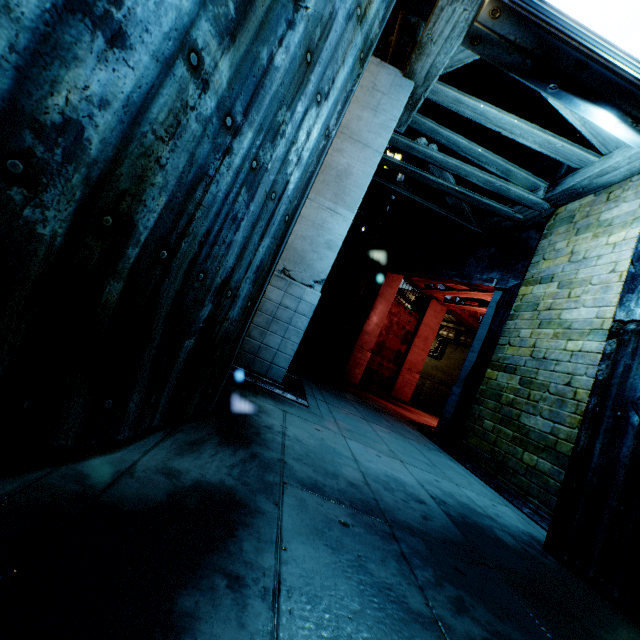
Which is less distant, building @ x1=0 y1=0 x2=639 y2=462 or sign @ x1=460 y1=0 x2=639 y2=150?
building @ x1=0 y1=0 x2=639 y2=462

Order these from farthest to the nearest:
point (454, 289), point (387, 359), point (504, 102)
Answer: point (387, 359) → point (454, 289) → point (504, 102)

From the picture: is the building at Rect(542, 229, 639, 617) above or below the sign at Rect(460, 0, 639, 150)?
below

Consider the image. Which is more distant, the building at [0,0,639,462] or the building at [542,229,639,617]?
the building at [542,229,639,617]

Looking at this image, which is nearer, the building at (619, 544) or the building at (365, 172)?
the building at (365, 172)

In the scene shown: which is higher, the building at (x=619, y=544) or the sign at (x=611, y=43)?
the sign at (x=611, y=43)
